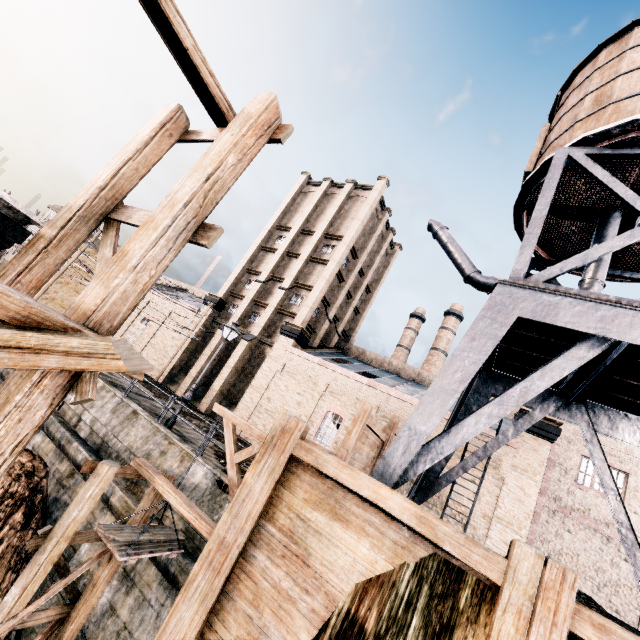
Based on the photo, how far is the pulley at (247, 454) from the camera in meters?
8.4 m

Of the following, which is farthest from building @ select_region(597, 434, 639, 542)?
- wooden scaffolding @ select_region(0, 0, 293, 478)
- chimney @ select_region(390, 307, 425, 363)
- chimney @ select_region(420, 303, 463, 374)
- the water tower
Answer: wooden scaffolding @ select_region(0, 0, 293, 478)

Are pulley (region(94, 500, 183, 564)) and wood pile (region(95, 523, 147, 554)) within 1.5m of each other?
yes

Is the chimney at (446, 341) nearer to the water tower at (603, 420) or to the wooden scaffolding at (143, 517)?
the water tower at (603, 420)

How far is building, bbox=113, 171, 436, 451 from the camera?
24.64m

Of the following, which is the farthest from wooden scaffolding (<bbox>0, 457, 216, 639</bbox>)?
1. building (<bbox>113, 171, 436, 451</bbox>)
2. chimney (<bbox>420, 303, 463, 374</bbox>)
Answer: chimney (<bbox>420, 303, 463, 374</bbox>)

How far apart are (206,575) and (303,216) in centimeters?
3428cm
